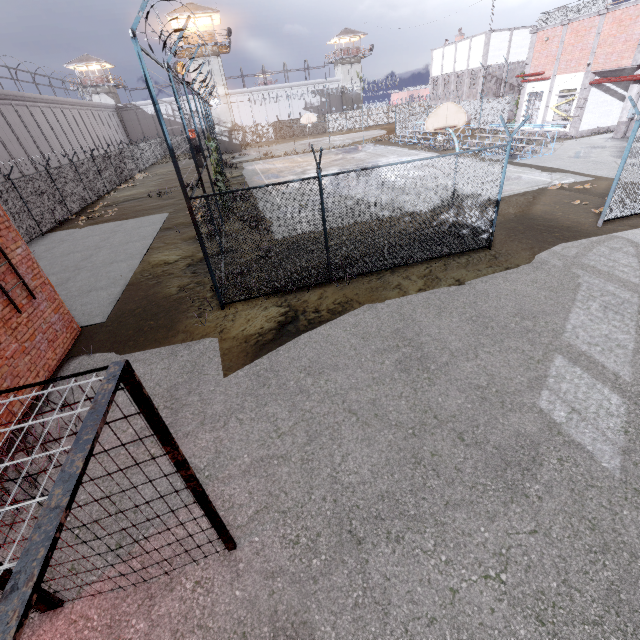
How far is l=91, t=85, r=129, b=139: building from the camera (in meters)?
52.94

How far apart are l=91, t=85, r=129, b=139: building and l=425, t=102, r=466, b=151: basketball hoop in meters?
63.4 m

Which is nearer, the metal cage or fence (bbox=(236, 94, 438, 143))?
the metal cage

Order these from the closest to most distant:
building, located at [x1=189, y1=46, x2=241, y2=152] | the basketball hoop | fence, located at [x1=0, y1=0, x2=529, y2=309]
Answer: fence, located at [x1=0, y1=0, x2=529, y2=309], the basketball hoop, building, located at [x1=189, y1=46, x2=241, y2=152]

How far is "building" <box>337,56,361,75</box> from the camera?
58.9 meters

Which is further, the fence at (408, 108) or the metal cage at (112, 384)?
the fence at (408, 108)

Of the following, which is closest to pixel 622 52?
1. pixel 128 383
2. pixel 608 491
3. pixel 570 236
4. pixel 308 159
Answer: pixel 570 236

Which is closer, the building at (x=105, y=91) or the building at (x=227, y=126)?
the building at (x=227, y=126)
